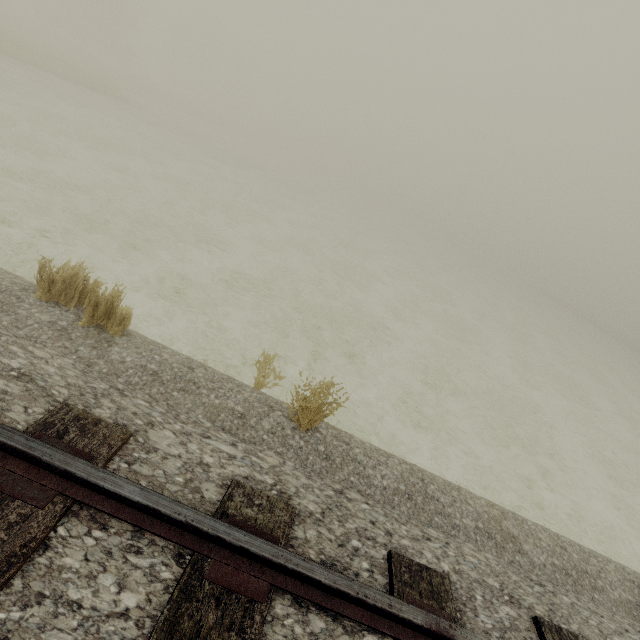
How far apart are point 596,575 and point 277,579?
4.1 meters
